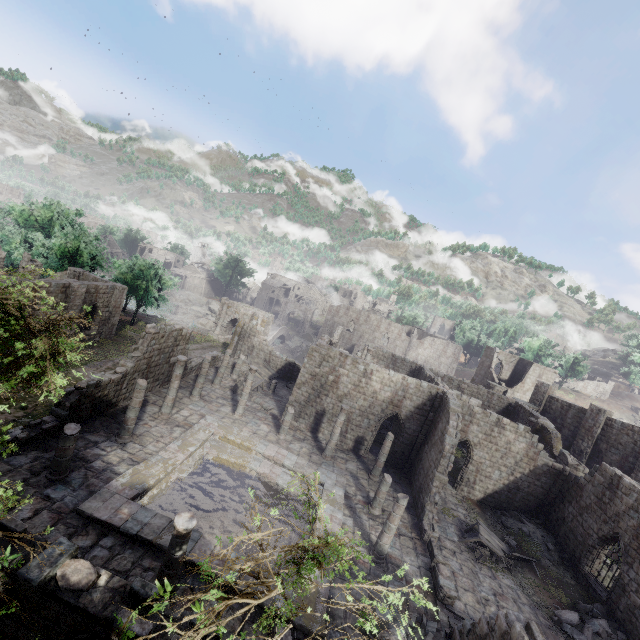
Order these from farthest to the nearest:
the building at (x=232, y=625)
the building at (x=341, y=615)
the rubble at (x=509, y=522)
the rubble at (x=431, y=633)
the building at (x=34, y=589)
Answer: the rubble at (x=509, y=522), the rubble at (x=431, y=633), the building at (x=341, y=615), the building at (x=34, y=589), the building at (x=232, y=625)

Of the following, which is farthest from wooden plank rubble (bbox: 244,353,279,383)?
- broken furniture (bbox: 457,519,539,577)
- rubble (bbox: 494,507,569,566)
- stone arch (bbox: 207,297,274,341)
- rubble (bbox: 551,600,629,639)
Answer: rubble (bbox: 551,600,629,639)

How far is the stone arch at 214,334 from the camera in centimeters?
4500cm

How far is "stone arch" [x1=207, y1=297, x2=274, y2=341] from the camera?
45.0m

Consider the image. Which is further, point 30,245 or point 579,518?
point 30,245

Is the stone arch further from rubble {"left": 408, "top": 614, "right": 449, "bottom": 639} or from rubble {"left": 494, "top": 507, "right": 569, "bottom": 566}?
rubble {"left": 408, "top": 614, "right": 449, "bottom": 639}

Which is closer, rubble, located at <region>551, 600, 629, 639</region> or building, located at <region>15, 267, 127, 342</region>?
rubble, located at <region>551, 600, 629, 639</region>

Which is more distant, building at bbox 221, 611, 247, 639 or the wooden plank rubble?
the wooden plank rubble
